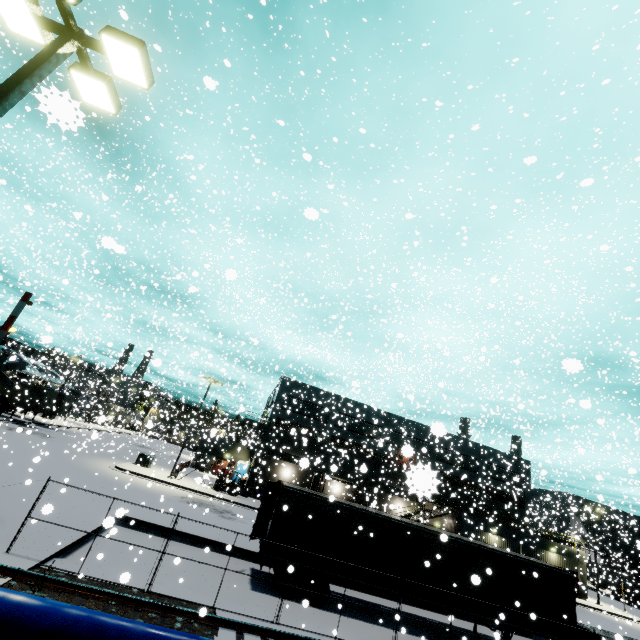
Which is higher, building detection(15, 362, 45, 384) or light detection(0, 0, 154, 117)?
light detection(0, 0, 154, 117)

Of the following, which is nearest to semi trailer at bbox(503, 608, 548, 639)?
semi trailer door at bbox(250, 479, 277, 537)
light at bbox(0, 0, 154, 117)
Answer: semi trailer door at bbox(250, 479, 277, 537)

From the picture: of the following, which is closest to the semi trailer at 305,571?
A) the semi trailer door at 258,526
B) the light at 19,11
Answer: the semi trailer door at 258,526

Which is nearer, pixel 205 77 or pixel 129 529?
pixel 205 77

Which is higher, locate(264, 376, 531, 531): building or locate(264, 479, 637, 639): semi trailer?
locate(264, 376, 531, 531): building

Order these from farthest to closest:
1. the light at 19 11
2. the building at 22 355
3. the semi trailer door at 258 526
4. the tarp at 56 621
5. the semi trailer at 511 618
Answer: the building at 22 355, the semi trailer door at 258 526, the semi trailer at 511 618, the light at 19 11, the tarp at 56 621

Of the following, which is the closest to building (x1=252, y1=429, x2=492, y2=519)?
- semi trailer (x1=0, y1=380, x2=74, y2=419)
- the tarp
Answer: semi trailer (x1=0, y1=380, x2=74, y2=419)
